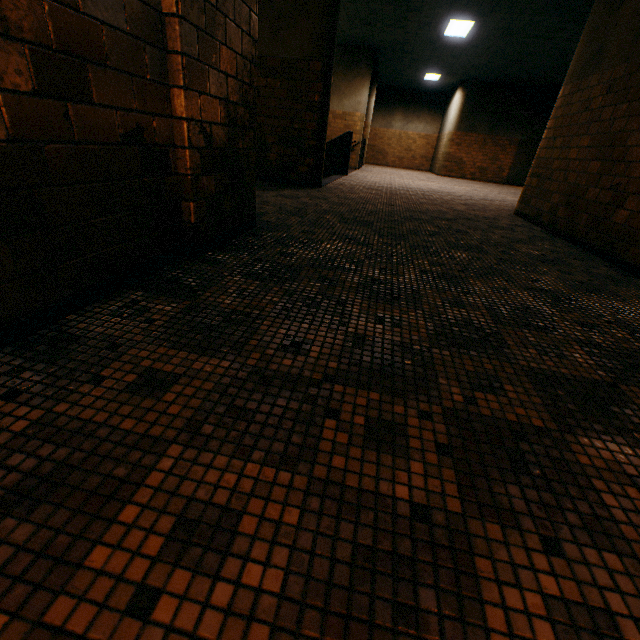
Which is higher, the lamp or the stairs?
the lamp

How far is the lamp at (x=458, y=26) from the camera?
8.4m

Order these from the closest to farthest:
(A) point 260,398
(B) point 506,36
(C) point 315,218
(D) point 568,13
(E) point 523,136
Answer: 1. (A) point 260,398
2. (C) point 315,218
3. (D) point 568,13
4. (B) point 506,36
5. (E) point 523,136

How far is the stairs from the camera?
9.49m

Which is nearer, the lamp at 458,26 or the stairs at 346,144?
the lamp at 458,26

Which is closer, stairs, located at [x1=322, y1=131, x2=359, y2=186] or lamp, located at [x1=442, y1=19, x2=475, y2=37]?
lamp, located at [x1=442, y1=19, x2=475, y2=37]

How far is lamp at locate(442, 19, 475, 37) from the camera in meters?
8.4 m
